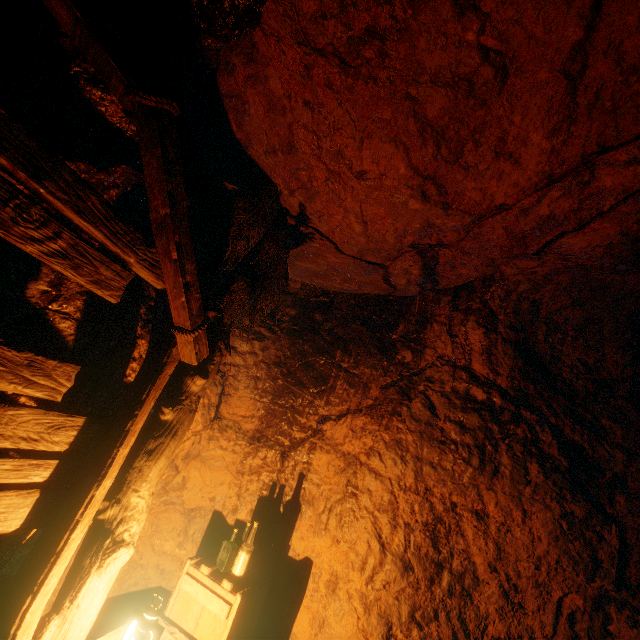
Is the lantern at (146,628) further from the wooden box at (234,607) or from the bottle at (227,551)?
the bottle at (227,551)

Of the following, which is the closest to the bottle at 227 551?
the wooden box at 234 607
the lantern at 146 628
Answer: the wooden box at 234 607

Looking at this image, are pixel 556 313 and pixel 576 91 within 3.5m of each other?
yes

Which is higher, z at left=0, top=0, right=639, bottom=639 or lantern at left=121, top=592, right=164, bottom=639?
z at left=0, top=0, right=639, bottom=639

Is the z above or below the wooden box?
above

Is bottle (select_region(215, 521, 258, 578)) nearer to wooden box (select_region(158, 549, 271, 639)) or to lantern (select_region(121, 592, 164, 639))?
wooden box (select_region(158, 549, 271, 639))

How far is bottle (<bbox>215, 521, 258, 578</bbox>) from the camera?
3.0m
